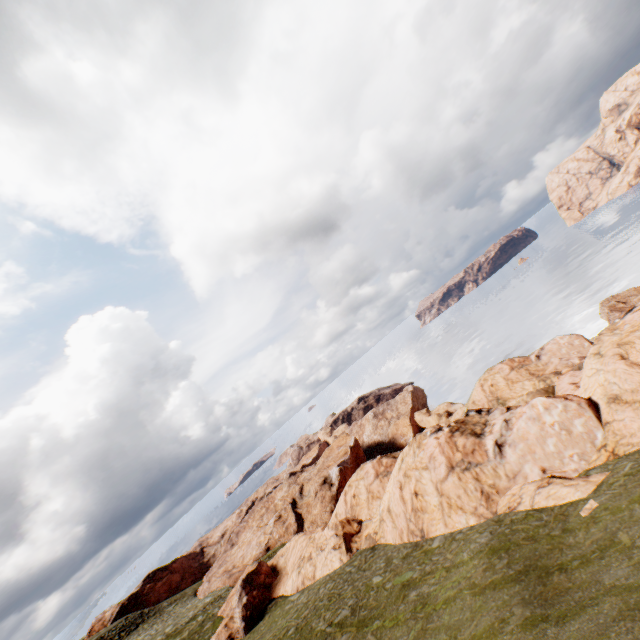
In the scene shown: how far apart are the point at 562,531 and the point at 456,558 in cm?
611

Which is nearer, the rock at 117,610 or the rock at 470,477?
the rock at 470,477

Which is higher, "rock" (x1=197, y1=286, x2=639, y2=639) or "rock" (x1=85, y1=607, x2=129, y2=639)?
"rock" (x1=85, y1=607, x2=129, y2=639)

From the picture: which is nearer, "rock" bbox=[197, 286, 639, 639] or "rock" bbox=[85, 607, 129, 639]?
"rock" bbox=[197, 286, 639, 639]

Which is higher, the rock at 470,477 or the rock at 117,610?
the rock at 117,610
